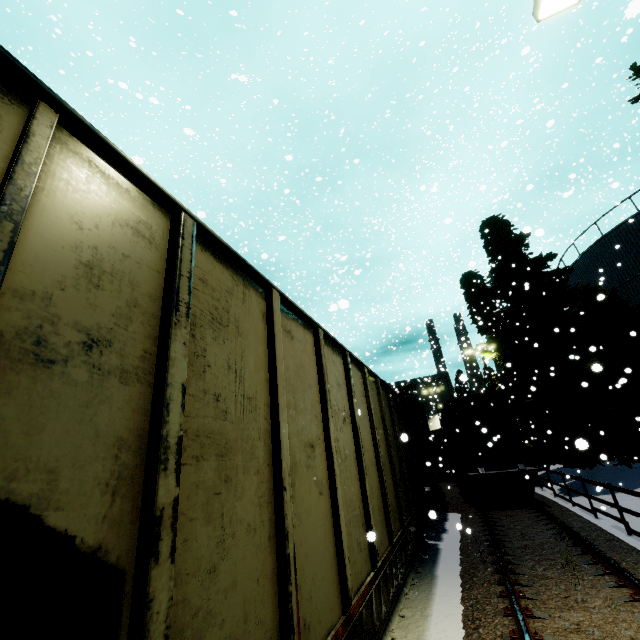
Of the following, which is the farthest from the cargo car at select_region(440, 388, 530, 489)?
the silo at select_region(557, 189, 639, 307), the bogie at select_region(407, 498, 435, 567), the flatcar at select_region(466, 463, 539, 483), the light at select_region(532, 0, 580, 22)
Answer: the light at select_region(532, 0, 580, 22)

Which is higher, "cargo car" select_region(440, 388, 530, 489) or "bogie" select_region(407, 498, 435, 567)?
"cargo car" select_region(440, 388, 530, 489)

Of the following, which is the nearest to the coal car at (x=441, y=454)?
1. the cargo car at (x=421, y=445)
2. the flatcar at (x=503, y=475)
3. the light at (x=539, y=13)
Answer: the cargo car at (x=421, y=445)

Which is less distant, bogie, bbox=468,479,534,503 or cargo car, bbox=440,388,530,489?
bogie, bbox=468,479,534,503

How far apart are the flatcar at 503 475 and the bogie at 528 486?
0.0 meters

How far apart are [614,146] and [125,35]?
42.67m

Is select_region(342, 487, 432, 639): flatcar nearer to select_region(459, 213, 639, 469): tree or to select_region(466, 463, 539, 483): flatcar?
select_region(459, 213, 639, 469): tree

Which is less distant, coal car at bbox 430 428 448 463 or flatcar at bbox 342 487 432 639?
flatcar at bbox 342 487 432 639
